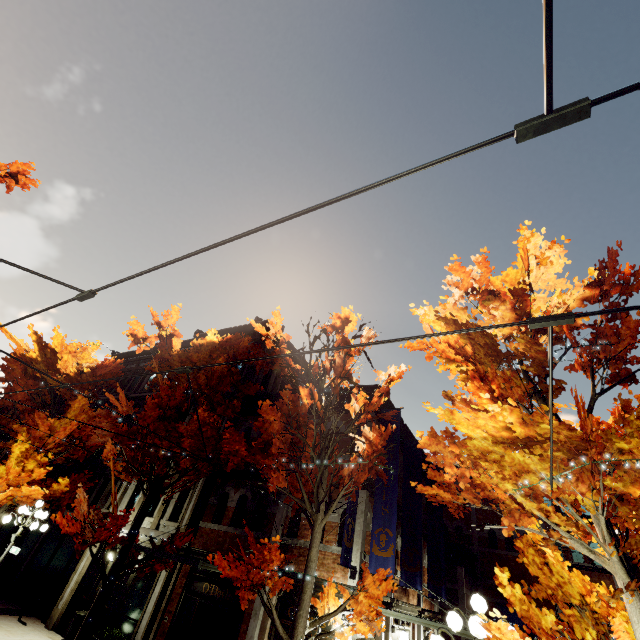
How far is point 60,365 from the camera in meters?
14.9

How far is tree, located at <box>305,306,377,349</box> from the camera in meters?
8.9

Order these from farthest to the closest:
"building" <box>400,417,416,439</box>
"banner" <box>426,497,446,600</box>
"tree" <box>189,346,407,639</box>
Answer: "building" <box>400,417,416,439</box>
"banner" <box>426,497,446,600</box>
"tree" <box>189,346,407,639</box>

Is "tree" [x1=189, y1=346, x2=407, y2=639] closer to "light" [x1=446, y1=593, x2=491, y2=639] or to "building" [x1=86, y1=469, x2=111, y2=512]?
"light" [x1=446, y1=593, x2=491, y2=639]

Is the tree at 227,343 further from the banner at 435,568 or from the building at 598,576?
the banner at 435,568

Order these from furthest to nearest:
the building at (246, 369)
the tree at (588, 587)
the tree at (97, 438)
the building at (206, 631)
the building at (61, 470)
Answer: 1. the building at (61, 470)
2. the building at (246, 369)
3. the building at (206, 631)
4. the tree at (97, 438)
5. the tree at (588, 587)

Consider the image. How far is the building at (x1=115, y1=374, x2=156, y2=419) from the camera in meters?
20.0 m

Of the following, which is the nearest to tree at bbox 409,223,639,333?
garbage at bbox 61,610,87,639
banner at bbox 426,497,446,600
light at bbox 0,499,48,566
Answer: light at bbox 0,499,48,566
